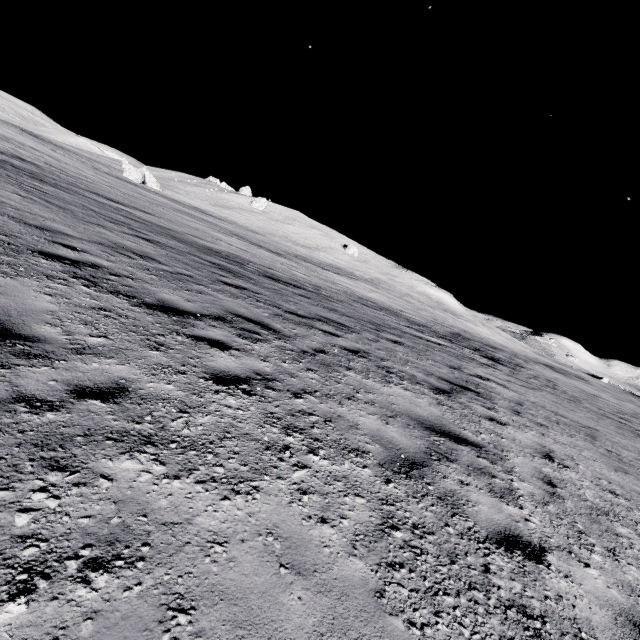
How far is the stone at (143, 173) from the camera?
48.7 meters

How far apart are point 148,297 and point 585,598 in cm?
628

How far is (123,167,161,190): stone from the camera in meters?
48.7 m
